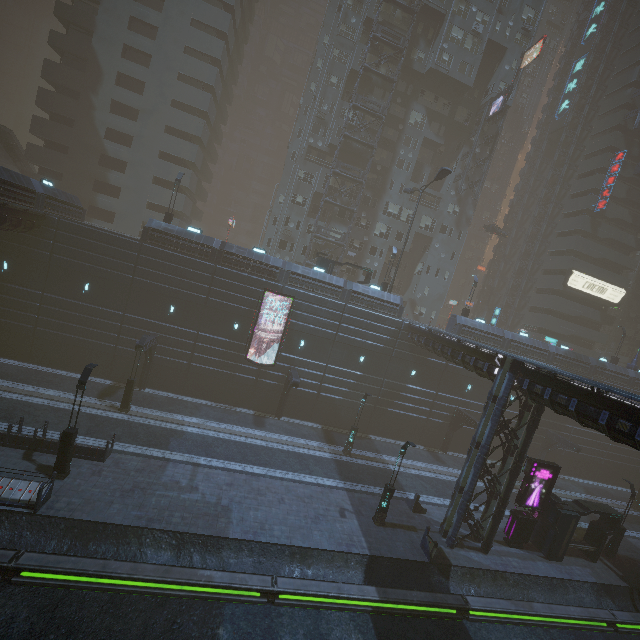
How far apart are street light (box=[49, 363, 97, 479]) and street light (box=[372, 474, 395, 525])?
16.7 meters

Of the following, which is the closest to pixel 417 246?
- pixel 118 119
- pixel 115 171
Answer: pixel 115 171

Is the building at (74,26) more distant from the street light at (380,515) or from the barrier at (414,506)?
the street light at (380,515)

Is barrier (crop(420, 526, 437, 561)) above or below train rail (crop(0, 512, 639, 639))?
above

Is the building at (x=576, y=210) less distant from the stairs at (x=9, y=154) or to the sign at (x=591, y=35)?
the stairs at (x=9, y=154)

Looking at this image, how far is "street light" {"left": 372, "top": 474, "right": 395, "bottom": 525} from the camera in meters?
19.1 m

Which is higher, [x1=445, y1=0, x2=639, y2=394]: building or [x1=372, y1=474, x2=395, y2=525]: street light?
[x1=445, y1=0, x2=639, y2=394]: building

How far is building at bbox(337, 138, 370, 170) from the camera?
39.9m
